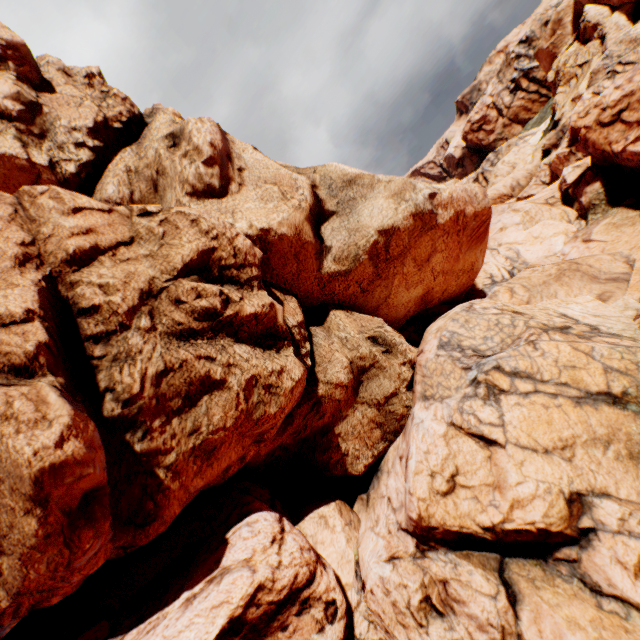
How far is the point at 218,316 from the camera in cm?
761
